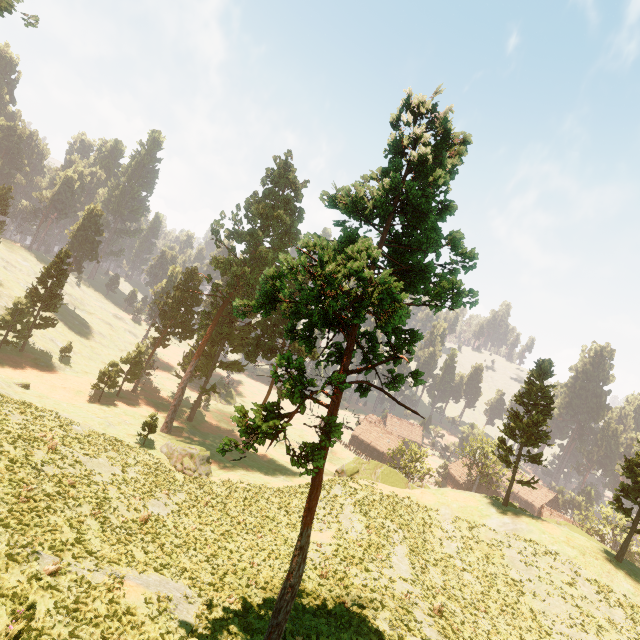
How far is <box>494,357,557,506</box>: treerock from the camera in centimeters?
3347cm

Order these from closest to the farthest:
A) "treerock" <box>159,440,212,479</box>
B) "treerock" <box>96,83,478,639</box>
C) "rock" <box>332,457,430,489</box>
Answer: "treerock" <box>96,83,478,639</box>, "treerock" <box>159,440,212,479</box>, "rock" <box>332,457,430,489</box>

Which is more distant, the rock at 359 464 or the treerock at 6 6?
the rock at 359 464

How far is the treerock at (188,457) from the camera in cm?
3319

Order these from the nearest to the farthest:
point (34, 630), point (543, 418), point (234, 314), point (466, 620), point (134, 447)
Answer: point (34, 630) → point (234, 314) → point (466, 620) → point (134, 447) → point (543, 418)

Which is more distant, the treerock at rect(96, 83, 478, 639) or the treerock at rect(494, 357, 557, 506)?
the treerock at rect(494, 357, 557, 506)
